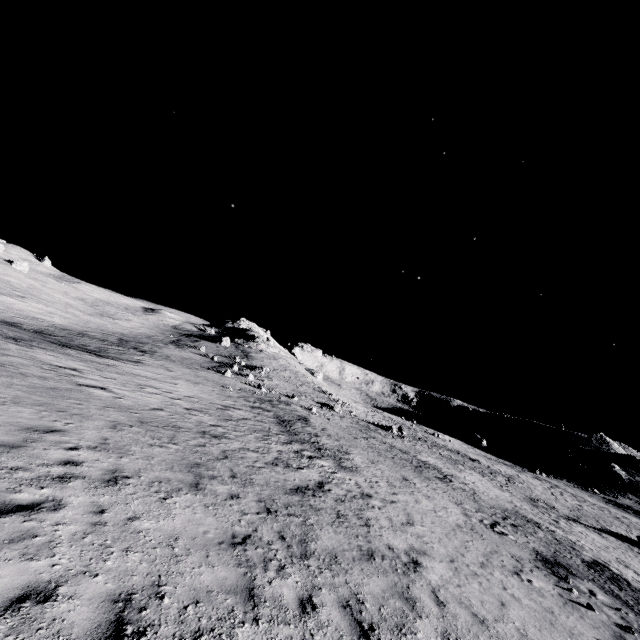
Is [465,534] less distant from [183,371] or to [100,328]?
[183,371]
